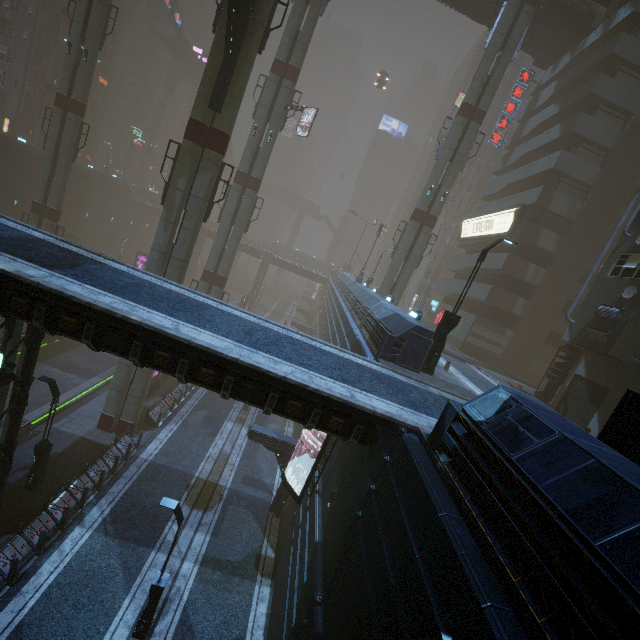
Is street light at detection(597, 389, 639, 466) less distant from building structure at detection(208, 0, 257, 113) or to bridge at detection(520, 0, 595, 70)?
building structure at detection(208, 0, 257, 113)

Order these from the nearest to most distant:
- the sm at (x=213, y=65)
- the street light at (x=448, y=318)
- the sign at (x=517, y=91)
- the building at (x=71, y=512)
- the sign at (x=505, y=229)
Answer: the building at (x=71, y=512), the street light at (x=448, y=318), the sm at (x=213, y=65), the sign at (x=505, y=229), the sign at (x=517, y=91)

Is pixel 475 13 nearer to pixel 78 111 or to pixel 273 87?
pixel 273 87

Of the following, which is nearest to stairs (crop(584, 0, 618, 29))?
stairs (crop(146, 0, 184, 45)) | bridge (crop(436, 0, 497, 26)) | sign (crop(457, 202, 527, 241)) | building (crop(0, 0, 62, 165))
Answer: bridge (crop(436, 0, 497, 26))

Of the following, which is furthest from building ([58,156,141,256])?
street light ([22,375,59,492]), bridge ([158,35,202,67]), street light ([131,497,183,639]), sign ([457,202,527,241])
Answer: bridge ([158,35,202,67])

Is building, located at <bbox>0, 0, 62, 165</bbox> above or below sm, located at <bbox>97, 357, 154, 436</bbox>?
above

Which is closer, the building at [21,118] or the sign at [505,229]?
the sign at [505,229]

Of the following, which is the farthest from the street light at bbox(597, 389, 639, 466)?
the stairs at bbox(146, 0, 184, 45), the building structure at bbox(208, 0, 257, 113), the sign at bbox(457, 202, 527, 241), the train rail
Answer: the stairs at bbox(146, 0, 184, 45)
